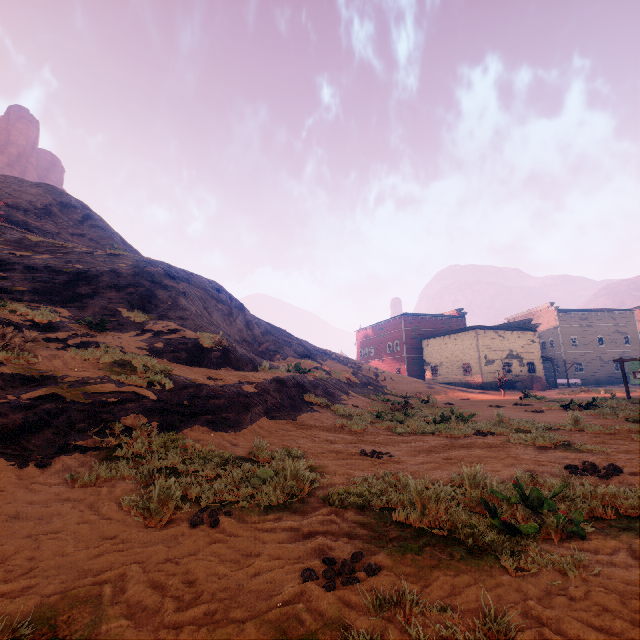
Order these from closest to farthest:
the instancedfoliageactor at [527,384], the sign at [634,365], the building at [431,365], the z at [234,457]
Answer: the z at [234,457], the sign at [634,365], the instancedfoliageactor at [527,384], the building at [431,365]

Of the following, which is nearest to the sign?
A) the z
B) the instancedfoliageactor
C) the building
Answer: the z

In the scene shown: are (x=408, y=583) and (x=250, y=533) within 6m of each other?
yes

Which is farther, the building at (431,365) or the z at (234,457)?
the building at (431,365)

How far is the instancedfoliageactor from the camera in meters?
34.7

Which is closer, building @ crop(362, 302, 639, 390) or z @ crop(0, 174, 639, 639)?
z @ crop(0, 174, 639, 639)

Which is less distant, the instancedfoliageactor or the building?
the instancedfoliageactor

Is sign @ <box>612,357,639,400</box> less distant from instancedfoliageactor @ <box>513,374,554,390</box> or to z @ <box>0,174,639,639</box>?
z @ <box>0,174,639,639</box>
